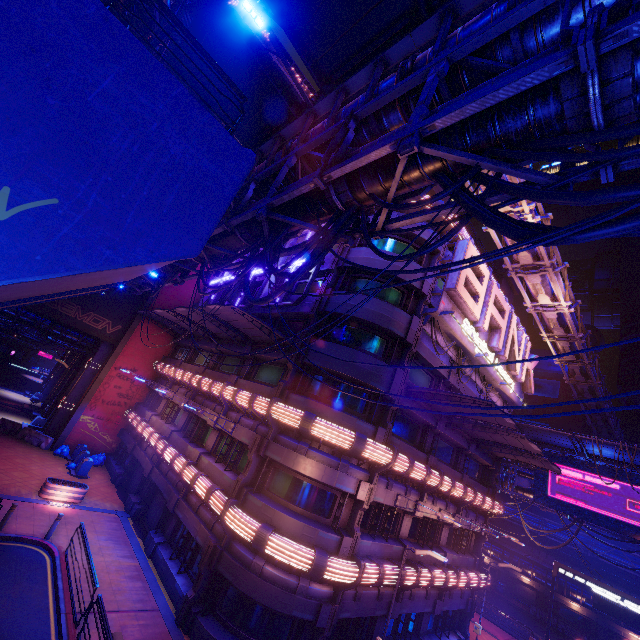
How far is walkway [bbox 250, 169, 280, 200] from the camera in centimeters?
1239cm

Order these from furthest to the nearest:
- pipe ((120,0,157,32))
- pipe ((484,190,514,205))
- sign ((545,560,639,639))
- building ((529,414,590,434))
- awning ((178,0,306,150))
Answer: building ((529,414,590,434))
sign ((545,560,639,639))
pipe ((120,0,157,32))
awning ((178,0,306,150))
pipe ((484,190,514,205))

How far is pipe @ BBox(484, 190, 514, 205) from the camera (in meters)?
6.21

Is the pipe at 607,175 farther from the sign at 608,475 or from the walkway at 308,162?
the sign at 608,475

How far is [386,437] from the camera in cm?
1509

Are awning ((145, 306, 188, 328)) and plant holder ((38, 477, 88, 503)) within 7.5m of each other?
no

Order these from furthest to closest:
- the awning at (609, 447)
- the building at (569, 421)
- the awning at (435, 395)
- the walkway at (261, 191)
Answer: the building at (569, 421), the awning at (609, 447), the awning at (435, 395), the walkway at (261, 191)
